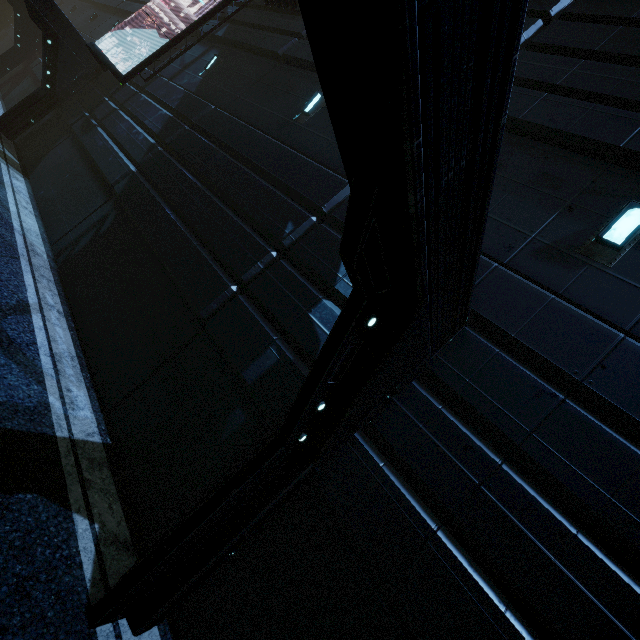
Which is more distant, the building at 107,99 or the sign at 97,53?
the sign at 97,53

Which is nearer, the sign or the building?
the building

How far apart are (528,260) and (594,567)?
3.3 meters
